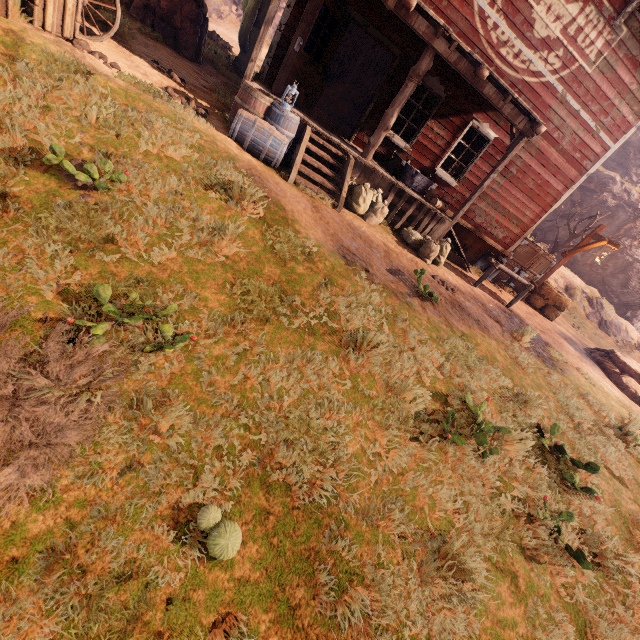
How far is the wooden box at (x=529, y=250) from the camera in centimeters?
1194cm

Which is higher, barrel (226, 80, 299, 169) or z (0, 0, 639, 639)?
barrel (226, 80, 299, 169)

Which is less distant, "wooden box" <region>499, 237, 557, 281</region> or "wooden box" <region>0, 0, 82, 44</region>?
"wooden box" <region>0, 0, 82, 44</region>

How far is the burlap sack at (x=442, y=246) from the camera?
7.9m

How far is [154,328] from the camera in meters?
2.9 m

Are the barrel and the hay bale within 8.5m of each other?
no

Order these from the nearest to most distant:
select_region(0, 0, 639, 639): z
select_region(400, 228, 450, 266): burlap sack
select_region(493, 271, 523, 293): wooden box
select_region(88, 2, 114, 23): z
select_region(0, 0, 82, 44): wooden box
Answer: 1. select_region(0, 0, 639, 639): z
2. select_region(0, 0, 82, 44): wooden box
3. select_region(88, 2, 114, 23): z
4. select_region(400, 228, 450, 266): burlap sack
5. select_region(493, 271, 523, 293): wooden box

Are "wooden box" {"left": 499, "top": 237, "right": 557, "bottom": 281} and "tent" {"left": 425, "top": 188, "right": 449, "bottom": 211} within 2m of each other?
no
